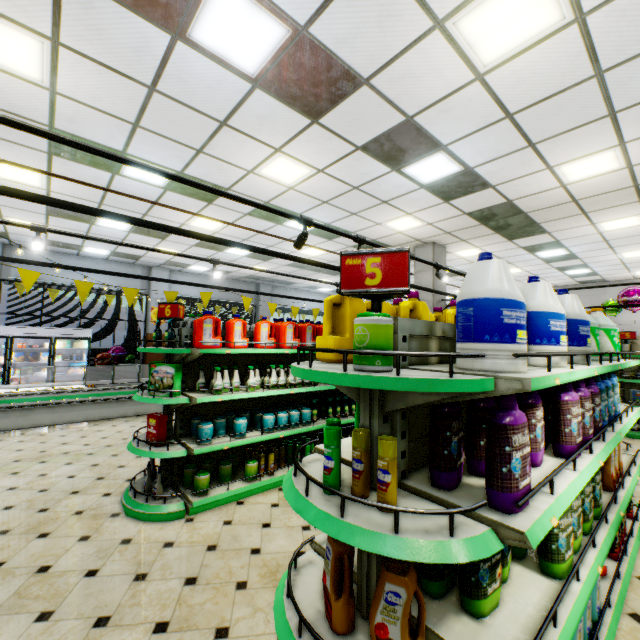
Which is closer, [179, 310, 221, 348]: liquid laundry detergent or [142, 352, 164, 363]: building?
[179, 310, 221, 348]: liquid laundry detergent

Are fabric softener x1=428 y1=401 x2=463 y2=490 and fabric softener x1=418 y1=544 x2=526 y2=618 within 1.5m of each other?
yes

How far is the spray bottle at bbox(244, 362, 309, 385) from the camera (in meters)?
4.37

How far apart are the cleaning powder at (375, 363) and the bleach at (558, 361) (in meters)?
1.13

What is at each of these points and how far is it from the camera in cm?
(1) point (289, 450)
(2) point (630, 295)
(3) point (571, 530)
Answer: (1) aerosol can, 493
(2) foil balloon, 943
(3) fabric softener, 189

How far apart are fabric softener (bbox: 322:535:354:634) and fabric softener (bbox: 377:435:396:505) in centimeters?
31cm

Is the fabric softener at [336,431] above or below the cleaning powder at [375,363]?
below

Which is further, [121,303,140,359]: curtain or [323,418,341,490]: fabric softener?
[121,303,140,359]: curtain
